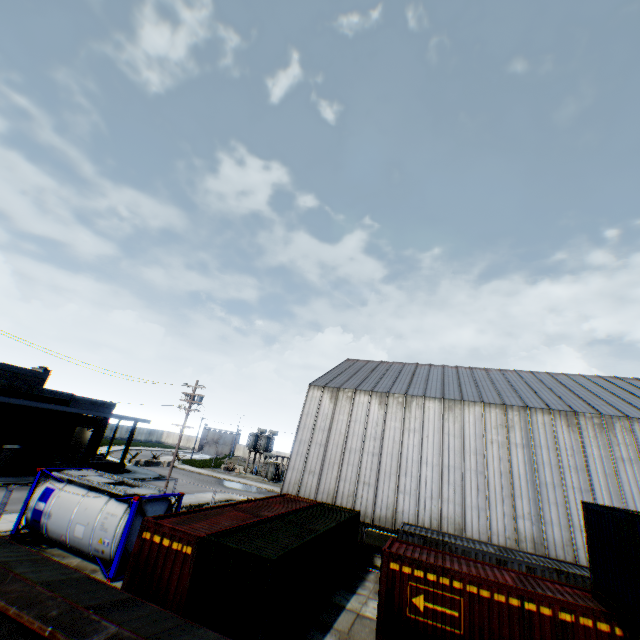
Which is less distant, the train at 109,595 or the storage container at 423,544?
the train at 109,595

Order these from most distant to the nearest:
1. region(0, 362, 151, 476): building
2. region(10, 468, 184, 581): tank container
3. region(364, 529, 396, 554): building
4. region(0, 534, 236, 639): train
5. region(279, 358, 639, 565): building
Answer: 1. region(0, 362, 151, 476): building
2. region(364, 529, 396, 554): building
3. region(279, 358, 639, 565): building
4. region(10, 468, 184, 581): tank container
5. region(0, 534, 236, 639): train

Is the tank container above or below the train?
below

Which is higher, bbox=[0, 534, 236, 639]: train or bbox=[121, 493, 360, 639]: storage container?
bbox=[0, 534, 236, 639]: train

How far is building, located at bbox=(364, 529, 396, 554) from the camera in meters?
21.2 m

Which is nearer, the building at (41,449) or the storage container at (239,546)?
the storage container at (239,546)

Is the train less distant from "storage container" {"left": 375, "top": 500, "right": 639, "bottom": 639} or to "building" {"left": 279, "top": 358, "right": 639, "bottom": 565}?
"storage container" {"left": 375, "top": 500, "right": 639, "bottom": 639}

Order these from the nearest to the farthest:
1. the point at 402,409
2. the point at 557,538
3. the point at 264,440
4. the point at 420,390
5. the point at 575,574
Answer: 1. the point at 575,574
2. the point at 557,538
3. the point at 402,409
4. the point at 420,390
5. the point at 264,440
